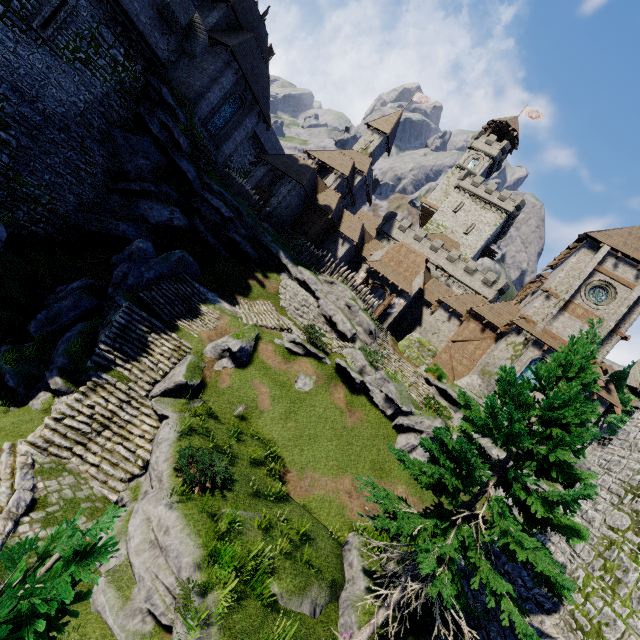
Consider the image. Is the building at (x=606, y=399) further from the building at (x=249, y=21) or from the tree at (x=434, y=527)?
the building at (x=249, y=21)

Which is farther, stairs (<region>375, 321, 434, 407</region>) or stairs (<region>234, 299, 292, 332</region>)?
stairs (<region>375, 321, 434, 407</region>)

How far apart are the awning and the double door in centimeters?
45cm

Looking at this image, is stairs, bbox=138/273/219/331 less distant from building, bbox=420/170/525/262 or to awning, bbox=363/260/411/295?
awning, bbox=363/260/411/295

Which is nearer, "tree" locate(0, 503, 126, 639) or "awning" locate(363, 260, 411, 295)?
Result: "tree" locate(0, 503, 126, 639)

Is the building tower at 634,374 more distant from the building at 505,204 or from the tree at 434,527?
the building at 505,204

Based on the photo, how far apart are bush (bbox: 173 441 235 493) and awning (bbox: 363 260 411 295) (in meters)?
25.86

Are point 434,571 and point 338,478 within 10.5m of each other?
yes
